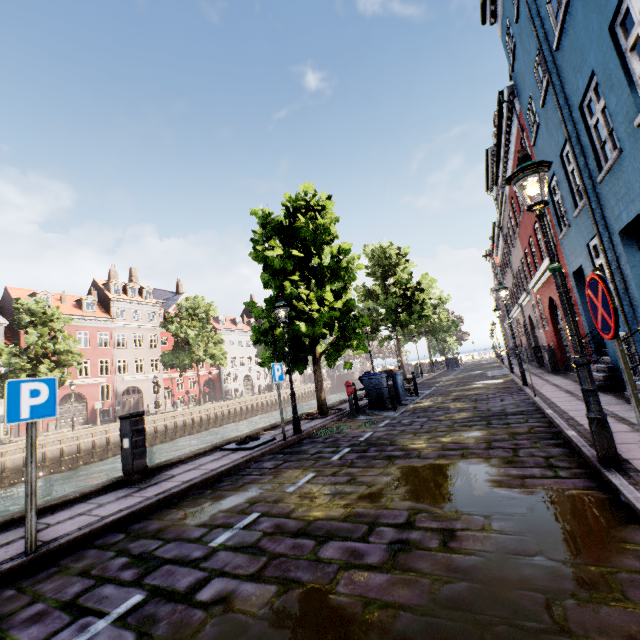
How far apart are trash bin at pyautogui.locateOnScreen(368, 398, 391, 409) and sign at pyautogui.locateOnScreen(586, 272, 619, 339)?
9.5 meters

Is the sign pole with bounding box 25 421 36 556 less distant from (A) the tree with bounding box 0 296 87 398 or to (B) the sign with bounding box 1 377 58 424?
(B) the sign with bounding box 1 377 58 424

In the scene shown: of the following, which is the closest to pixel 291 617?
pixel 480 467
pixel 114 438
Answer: pixel 480 467

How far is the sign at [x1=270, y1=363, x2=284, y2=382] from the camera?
8.0 meters

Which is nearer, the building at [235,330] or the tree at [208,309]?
the tree at [208,309]

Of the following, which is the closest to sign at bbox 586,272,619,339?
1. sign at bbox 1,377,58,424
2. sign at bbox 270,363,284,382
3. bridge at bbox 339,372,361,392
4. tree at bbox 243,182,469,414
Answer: sign at bbox 1,377,58,424

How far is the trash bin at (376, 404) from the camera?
11.9 meters

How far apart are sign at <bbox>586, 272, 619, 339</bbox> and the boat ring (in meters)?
6.84
